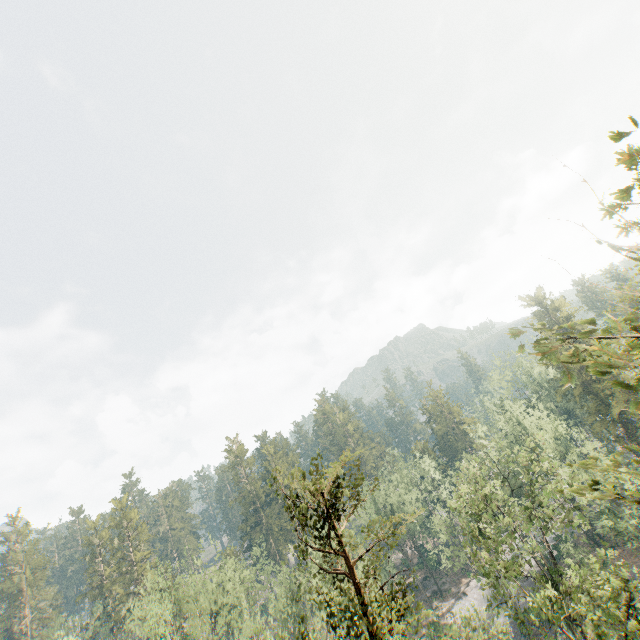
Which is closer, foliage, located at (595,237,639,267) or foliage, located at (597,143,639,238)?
foliage, located at (595,237,639,267)

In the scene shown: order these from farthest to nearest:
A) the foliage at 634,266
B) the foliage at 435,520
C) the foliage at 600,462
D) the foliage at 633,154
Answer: the foliage at 435,520
the foliage at 600,462
the foliage at 633,154
the foliage at 634,266

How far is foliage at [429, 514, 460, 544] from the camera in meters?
45.5 m

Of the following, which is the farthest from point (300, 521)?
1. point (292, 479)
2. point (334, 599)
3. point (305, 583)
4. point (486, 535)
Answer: point (334, 599)

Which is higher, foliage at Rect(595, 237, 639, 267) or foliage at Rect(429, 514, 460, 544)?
foliage at Rect(595, 237, 639, 267)

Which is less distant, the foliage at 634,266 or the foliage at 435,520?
the foliage at 634,266
